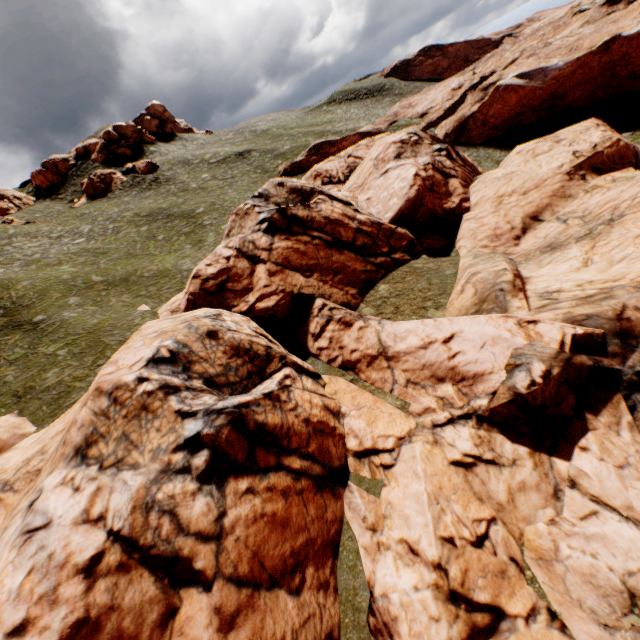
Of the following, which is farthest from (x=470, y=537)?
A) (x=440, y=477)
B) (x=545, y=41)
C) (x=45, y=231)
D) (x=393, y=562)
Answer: (x=545, y=41)

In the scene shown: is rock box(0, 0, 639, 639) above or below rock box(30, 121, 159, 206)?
below

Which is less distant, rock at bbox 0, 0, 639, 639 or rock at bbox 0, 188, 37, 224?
rock at bbox 0, 0, 639, 639

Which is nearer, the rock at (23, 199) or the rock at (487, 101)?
the rock at (487, 101)

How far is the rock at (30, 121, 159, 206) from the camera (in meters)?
52.34

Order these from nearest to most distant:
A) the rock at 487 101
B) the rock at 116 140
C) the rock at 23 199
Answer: the rock at 487 101, the rock at 23 199, the rock at 116 140

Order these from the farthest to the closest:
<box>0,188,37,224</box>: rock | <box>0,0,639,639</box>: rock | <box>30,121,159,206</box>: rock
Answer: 1. <box>30,121,159,206</box>: rock
2. <box>0,188,37,224</box>: rock
3. <box>0,0,639,639</box>: rock
